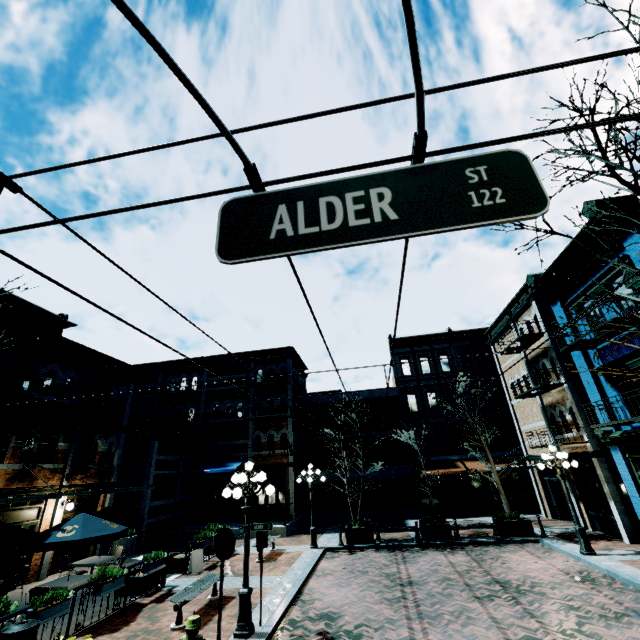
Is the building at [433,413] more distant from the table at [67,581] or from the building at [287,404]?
the table at [67,581]

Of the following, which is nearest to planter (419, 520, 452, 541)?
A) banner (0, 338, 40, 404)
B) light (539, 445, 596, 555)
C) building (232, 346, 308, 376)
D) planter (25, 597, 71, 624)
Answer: light (539, 445, 596, 555)

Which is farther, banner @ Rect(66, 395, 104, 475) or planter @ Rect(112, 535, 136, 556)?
planter @ Rect(112, 535, 136, 556)

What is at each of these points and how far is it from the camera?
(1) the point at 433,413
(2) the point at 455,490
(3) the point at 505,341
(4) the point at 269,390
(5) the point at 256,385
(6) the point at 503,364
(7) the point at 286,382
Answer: (1) building, 25.52m
(2) building, 23.14m
(3) building, 21.59m
(4) building, 24.83m
(5) building, 24.58m
(6) building, 22.34m
(7) building, 24.31m

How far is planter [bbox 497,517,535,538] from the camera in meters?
14.6

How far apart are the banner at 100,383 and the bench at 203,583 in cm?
827

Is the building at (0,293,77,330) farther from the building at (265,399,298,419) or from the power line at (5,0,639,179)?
the power line at (5,0,639,179)

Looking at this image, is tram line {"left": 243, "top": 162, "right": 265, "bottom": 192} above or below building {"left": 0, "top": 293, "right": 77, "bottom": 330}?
below
